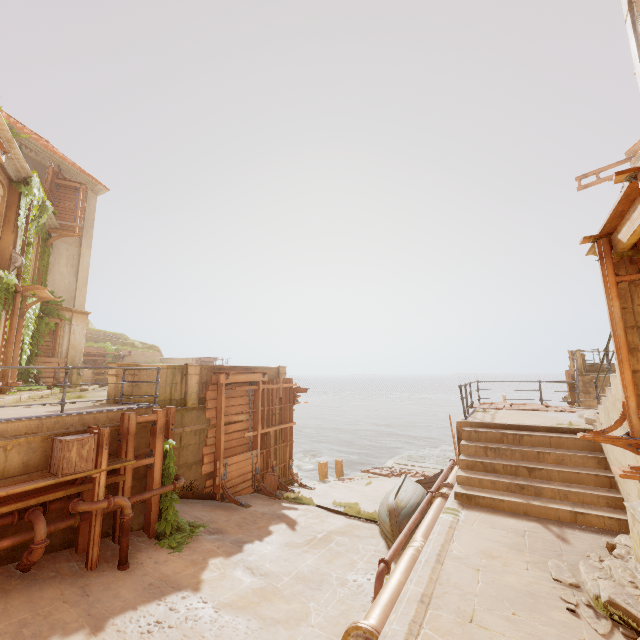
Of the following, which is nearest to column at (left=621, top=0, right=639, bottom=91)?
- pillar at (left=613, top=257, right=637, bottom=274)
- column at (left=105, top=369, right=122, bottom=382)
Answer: pillar at (left=613, top=257, right=637, bottom=274)

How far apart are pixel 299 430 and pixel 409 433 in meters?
16.1 m

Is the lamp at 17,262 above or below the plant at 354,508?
above

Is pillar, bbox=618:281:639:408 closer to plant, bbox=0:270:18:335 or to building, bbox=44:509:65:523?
plant, bbox=0:270:18:335

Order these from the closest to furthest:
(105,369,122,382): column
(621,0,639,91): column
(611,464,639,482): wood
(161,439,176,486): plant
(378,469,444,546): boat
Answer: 1. (611,464,639,482): wood
2. (161,439,176,486): plant
3. (378,469,444,546): boat
4. (105,369,122,382): column
5. (621,0,639,91): column

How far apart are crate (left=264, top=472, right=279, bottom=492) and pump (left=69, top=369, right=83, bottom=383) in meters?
13.1 m

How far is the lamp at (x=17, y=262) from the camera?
12.73m

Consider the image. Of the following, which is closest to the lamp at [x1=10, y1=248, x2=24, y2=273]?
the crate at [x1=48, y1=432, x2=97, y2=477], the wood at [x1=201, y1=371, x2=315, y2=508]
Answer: the wood at [x1=201, y1=371, x2=315, y2=508]
